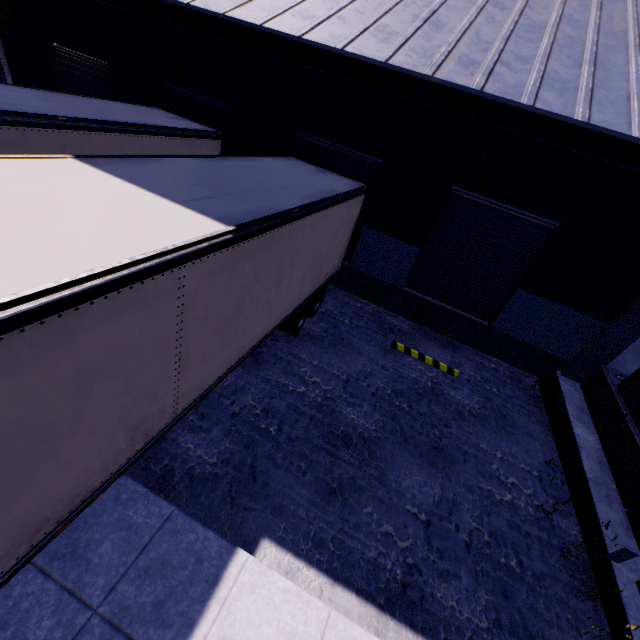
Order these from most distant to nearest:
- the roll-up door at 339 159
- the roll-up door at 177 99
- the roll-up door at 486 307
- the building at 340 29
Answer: the roll-up door at 177 99, the roll-up door at 339 159, the roll-up door at 486 307, the building at 340 29

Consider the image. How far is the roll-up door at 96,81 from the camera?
11.30m

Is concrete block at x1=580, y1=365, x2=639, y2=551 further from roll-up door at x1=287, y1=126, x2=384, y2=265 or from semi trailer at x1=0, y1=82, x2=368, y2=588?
roll-up door at x1=287, y1=126, x2=384, y2=265

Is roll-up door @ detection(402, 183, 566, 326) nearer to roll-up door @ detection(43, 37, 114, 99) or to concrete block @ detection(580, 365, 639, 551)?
concrete block @ detection(580, 365, 639, 551)

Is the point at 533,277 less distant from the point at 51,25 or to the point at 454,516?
the point at 454,516

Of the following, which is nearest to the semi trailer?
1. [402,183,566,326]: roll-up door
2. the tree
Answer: the tree

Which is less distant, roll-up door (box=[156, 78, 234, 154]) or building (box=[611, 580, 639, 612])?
building (box=[611, 580, 639, 612])

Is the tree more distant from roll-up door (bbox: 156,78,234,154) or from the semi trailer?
roll-up door (bbox: 156,78,234,154)
